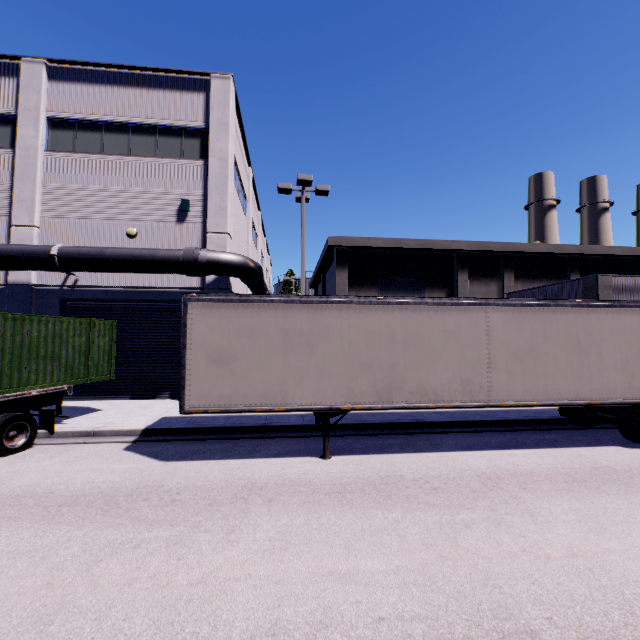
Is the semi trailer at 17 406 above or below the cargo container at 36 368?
below

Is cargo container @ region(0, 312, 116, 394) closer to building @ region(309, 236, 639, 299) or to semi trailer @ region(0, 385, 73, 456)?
semi trailer @ region(0, 385, 73, 456)

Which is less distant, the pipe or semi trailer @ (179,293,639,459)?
semi trailer @ (179,293,639,459)

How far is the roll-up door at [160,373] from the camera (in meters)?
13.97

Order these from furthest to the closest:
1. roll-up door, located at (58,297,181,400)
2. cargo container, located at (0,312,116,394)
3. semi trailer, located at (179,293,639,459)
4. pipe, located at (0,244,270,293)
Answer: roll-up door, located at (58,297,181,400), pipe, located at (0,244,270,293), cargo container, located at (0,312,116,394), semi trailer, located at (179,293,639,459)

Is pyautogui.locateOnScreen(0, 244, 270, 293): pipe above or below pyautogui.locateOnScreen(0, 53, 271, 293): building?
below

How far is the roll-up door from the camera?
13.97m

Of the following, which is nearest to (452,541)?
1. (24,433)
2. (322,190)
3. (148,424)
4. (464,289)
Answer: (148,424)
